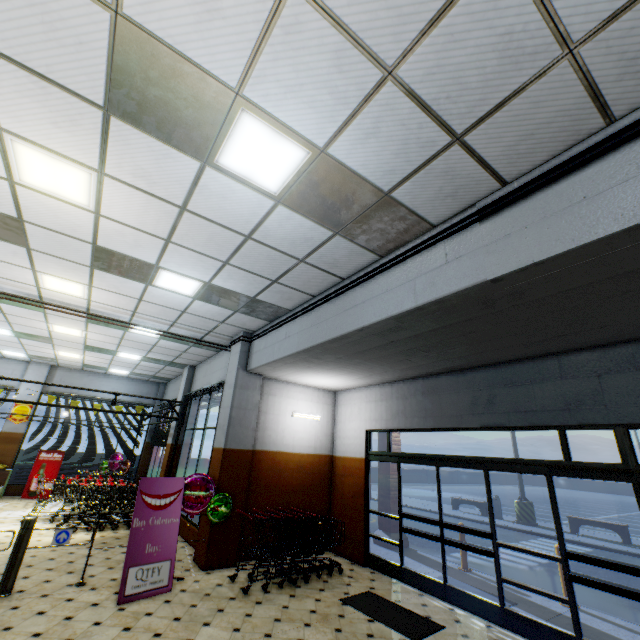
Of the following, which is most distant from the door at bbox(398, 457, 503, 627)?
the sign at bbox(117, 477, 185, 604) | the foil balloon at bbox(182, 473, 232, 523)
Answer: the sign at bbox(117, 477, 185, 604)

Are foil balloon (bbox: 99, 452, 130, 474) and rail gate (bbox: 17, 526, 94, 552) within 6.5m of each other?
no

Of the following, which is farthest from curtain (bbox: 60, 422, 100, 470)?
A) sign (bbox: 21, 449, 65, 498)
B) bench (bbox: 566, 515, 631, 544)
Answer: bench (bbox: 566, 515, 631, 544)

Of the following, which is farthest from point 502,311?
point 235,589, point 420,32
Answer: point 235,589

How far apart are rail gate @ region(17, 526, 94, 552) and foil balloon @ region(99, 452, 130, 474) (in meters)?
9.03

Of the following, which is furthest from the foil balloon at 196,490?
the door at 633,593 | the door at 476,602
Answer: the door at 633,593

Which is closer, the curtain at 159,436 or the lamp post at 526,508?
the curtain at 159,436

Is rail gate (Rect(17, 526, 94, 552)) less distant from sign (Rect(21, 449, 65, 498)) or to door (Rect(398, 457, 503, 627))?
door (Rect(398, 457, 503, 627))
